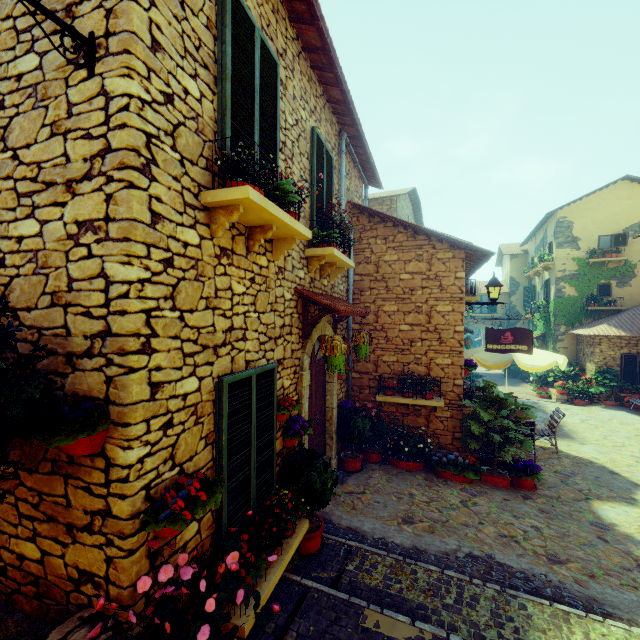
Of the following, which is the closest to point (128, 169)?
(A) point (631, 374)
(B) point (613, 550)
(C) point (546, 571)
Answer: (C) point (546, 571)

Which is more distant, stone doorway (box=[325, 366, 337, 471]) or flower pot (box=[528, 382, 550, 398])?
flower pot (box=[528, 382, 550, 398])

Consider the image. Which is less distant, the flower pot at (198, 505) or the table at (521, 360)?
the flower pot at (198, 505)

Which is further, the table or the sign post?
the table

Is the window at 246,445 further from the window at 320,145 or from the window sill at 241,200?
the window at 320,145

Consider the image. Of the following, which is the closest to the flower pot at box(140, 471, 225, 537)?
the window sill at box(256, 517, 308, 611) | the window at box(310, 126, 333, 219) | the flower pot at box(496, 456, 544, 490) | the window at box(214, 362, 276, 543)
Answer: the window at box(214, 362, 276, 543)

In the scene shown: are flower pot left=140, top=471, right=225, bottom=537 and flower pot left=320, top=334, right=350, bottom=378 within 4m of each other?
yes

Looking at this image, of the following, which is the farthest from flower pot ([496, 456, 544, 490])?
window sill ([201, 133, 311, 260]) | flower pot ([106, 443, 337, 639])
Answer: window sill ([201, 133, 311, 260])
